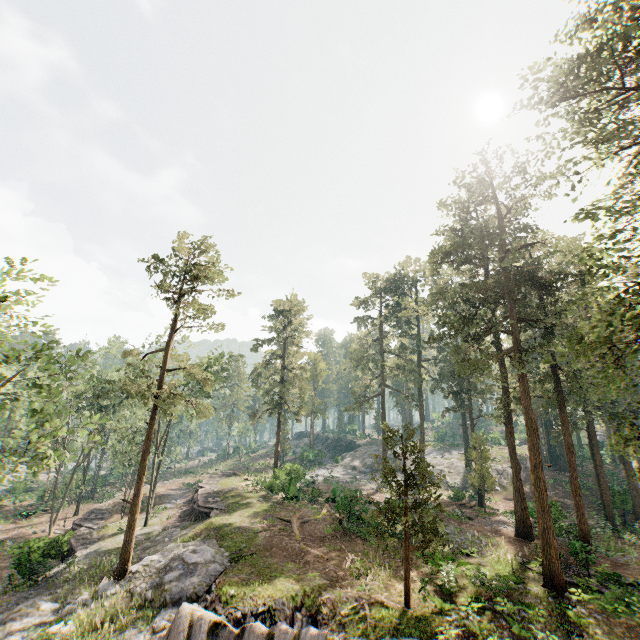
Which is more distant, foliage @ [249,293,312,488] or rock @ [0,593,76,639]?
foliage @ [249,293,312,488]

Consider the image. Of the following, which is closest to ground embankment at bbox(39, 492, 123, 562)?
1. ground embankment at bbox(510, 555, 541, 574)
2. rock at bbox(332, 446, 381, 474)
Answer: rock at bbox(332, 446, 381, 474)

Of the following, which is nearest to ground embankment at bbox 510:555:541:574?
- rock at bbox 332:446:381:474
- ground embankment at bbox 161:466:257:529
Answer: rock at bbox 332:446:381:474

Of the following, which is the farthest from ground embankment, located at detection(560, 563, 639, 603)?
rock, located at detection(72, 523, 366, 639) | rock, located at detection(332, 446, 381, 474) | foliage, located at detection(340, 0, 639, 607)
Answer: rock, located at detection(332, 446, 381, 474)

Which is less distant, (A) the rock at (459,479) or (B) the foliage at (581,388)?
(B) the foliage at (581,388)

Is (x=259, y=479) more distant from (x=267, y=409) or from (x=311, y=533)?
(x=311, y=533)

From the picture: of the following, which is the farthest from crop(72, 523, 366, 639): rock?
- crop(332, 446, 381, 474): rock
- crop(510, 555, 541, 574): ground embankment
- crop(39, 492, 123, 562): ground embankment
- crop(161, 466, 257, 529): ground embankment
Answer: crop(332, 446, 381, 474): rock

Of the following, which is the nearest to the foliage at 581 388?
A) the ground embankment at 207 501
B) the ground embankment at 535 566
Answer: the ground embankment at 535 566
